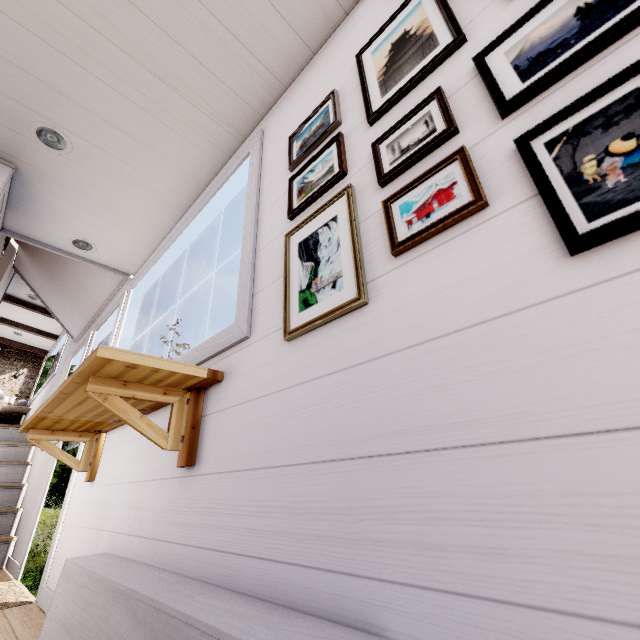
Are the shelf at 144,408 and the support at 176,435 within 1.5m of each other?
yes

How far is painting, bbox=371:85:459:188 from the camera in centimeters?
85cm

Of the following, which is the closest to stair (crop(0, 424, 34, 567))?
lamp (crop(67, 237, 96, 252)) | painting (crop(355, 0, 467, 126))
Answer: lamp (crop(67, 237, 96, 252))

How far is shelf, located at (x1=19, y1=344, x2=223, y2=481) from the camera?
1.1m

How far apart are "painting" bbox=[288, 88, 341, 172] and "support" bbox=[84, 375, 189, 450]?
1.1 meters

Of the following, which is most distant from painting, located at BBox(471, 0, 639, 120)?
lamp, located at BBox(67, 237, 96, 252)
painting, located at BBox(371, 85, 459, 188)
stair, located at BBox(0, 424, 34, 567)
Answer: stair, located at BBox(0, 424, 34, 567)

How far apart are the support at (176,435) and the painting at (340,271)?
0.7 meters

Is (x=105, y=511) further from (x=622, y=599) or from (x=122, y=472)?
(x=622, y=599)
